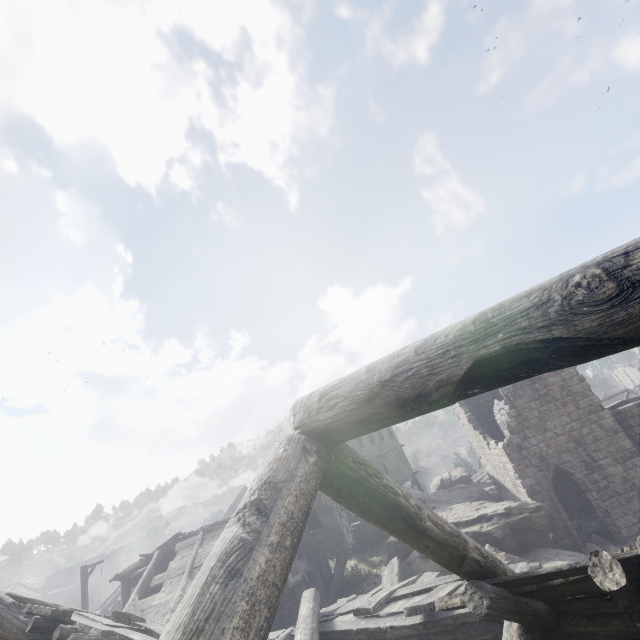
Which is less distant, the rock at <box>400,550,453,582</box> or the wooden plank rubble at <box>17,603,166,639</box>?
the wooden plank rubble at <box>17,603,166,639</box>

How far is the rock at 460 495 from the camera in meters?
20.9

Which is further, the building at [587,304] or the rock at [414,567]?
the rock at [414,567]

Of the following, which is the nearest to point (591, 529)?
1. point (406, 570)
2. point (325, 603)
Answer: point (406, 570)

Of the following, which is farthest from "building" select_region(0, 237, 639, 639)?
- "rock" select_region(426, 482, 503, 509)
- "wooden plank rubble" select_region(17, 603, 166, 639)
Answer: "rock" select_region(426, 482, 503, 509)

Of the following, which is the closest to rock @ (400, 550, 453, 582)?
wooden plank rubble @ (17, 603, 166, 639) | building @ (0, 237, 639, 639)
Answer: building @ (0, 237, 639, 639)

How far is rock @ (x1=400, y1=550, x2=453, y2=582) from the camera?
14.7m
